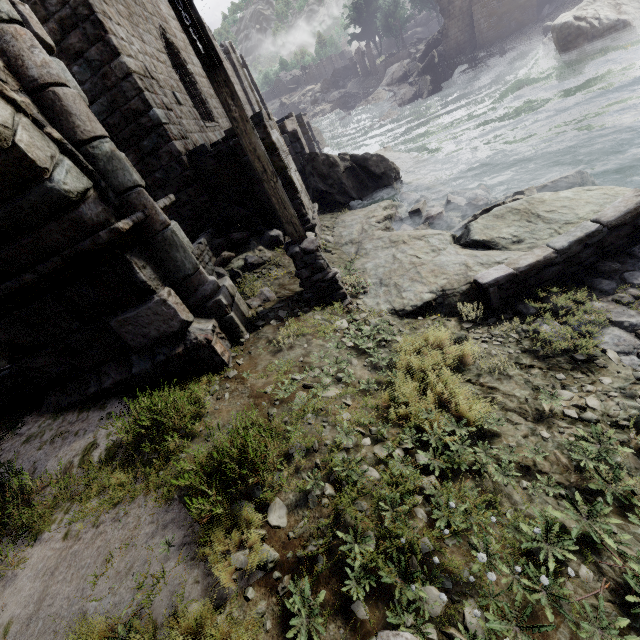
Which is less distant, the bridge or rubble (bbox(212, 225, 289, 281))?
the bridge

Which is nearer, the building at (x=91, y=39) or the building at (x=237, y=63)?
the building at (x=91, y=39)

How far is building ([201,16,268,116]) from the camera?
20.8m

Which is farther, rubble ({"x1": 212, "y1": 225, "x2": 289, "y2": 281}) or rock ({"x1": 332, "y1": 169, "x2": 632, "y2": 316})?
rubble ({"x1": 212, "y1": 225, "x2": 289, "y2": 281})

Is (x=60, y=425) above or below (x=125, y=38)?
below

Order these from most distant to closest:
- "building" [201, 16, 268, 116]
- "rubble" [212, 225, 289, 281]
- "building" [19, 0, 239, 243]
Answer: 1. "building" [201, 16, 268, 116]
2. "rubble" [212, 225, 289, 281]
3. "building" [19, 0, 239, 243]

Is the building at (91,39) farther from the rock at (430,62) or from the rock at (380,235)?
the rock at (380,235)

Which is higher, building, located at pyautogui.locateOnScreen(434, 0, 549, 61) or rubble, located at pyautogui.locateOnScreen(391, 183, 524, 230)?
building, located at pyautogui.locateOnScreen(434, 0, 549, 61)
